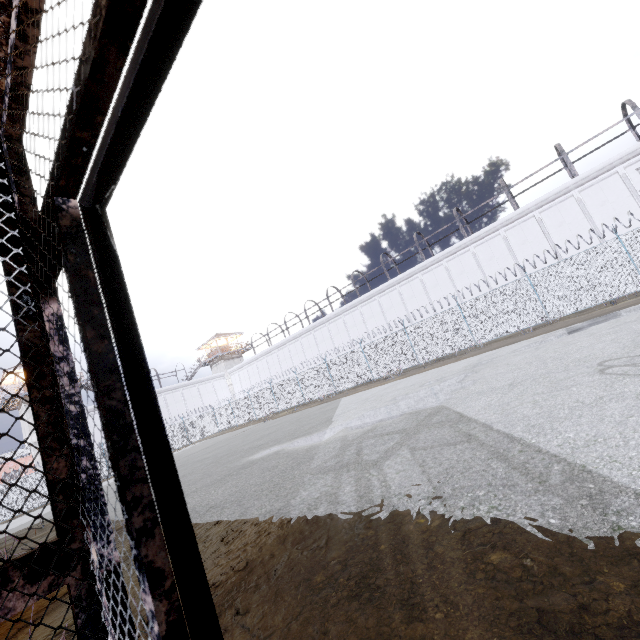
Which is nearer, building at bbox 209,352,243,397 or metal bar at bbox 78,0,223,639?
metal bar at bbox 78,0,223,639

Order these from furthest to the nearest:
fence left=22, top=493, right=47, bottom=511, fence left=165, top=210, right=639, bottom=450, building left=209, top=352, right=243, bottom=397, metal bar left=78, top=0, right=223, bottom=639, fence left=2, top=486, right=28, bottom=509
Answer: building left=209, top=352, right=243, bottom=397, fence left=22, top=493, right=47, bottom=511, fence left=2, top=486, right=28, bottom=509, fence left=165, top=210, right=639, bottom=450, metal bar left=78, top=0, right=223, bottom=639

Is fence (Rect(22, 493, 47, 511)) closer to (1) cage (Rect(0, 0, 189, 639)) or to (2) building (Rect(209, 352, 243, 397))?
(1) cage (Rect(0, 0, 189, 639))

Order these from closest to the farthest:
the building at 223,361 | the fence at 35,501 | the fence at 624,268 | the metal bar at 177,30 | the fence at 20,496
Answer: the metal bar at 177,30
the fence at 624,268
the fence at 20,496
the fence at 35,501
the building at 223,361

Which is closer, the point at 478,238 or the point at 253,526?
the point at 253,526

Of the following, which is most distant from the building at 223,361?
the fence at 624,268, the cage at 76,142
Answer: the cage at 76,142

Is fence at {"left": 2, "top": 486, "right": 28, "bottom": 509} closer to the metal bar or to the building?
the building

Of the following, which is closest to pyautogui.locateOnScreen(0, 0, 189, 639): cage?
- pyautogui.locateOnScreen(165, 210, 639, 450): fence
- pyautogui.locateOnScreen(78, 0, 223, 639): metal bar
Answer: pyautogui.locateOnScreen(78, 0, 223, 639): metal bar
